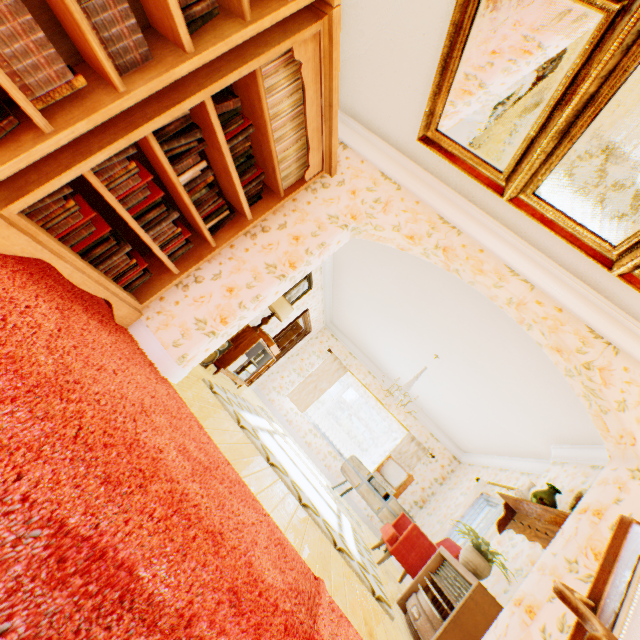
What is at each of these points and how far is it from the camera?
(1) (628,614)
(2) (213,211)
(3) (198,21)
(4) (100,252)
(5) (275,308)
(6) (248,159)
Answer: (1) chair, 0.88m
(2) book, 2.77m
(3) book, 1.73m
(4) book, 2.23m
(5) lamp, 5.64m
(6) book, 2.67m

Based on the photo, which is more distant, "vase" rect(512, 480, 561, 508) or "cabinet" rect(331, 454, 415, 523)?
"cabinet" rect(331, 454, 415, 523)

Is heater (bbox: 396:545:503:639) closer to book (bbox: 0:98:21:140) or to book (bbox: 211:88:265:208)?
book (bbox: 211:88:265:208)

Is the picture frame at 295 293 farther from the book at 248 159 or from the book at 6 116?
the book at 6 116

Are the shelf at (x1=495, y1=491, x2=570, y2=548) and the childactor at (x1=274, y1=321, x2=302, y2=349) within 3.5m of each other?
no

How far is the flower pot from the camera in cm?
363

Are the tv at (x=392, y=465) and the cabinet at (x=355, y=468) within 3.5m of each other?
yes

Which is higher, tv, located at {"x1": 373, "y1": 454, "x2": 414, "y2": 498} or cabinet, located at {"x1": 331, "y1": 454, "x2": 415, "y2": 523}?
tv, located at {"x1": 373, "y1": 454, "x2": 414, "y2": 498}
